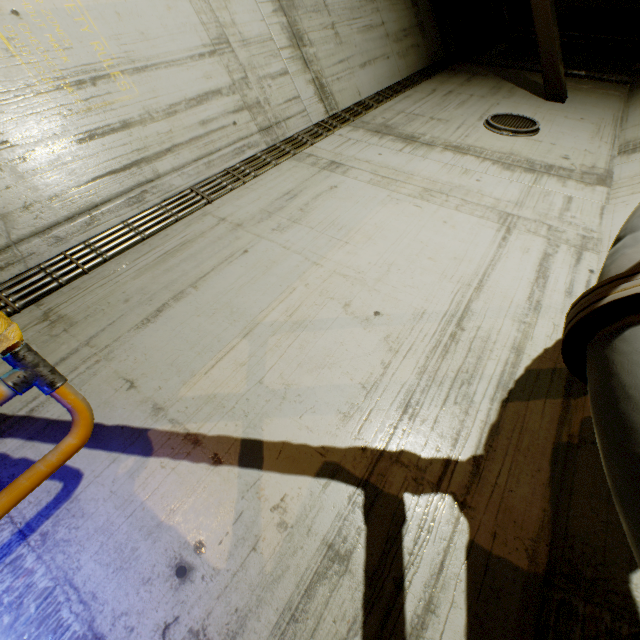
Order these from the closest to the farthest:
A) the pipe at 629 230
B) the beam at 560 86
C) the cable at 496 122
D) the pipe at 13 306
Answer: the pipe at 629 230, the pipe at 13 306, the cable at 496 122, the beam at 560 86

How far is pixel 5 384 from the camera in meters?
1.3 m

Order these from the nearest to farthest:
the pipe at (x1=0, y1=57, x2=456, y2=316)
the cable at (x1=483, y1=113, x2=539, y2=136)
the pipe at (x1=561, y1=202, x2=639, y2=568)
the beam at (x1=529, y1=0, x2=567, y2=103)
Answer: the pipe at (x1=561, y1=202, x2=639, y2=568) < the pipe at (x1=0, y1=57, x2=456, y2=316) < the cable at (x1=483, y1=113, x2=539, y2=136) < the beam at (x1=529, y1=0, x2=567, y2=103)

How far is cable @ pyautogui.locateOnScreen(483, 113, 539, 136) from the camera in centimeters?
492cm

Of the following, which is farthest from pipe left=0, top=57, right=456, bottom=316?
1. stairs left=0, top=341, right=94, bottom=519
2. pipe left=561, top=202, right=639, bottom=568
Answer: pipe left=561, top=202, right=639, bottom=568

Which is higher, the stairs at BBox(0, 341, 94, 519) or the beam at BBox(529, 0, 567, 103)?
the beam at BBox(529, 0, 567, 103)

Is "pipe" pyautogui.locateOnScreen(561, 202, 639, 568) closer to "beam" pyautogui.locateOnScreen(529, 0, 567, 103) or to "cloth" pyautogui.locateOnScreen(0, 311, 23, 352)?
"beam" pyautogui.locateOnScreen(529, 0, 567, 103)

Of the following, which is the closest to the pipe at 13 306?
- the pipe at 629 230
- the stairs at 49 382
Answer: the stairs at 49 382
